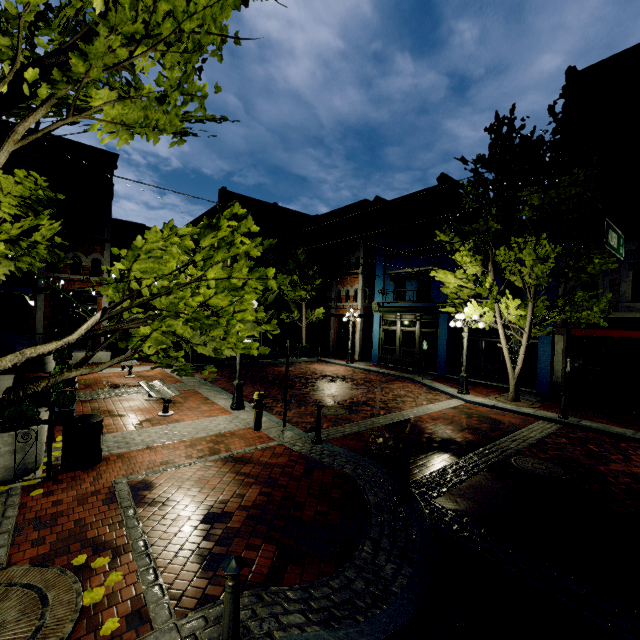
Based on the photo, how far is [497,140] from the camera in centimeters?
1299cm

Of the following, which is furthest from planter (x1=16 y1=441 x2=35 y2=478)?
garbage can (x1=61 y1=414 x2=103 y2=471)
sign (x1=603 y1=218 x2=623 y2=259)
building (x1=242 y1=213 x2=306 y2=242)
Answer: building (x1=242 y1=213 x2=306 y2=242)

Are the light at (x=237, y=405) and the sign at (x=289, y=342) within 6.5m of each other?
yes

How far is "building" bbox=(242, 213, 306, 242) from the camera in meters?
29.6 m

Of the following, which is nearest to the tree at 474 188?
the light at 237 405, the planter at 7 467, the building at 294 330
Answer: the planter at 7 467

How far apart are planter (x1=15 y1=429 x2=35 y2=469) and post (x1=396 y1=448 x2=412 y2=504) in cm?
625

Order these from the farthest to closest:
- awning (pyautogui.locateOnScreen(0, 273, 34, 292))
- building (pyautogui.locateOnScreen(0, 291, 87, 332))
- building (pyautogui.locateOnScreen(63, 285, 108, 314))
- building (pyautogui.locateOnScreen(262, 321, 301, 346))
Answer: building (pyautogui.locateOnScreen(262, 321, 301, 346)), building (pyautogui.locateOnScreen(63, 285, 108, 314)), building (pyautogui.locateOnScreen(0, 291, 87, 332)), awning (pyautogui.locateOnScreen(0, 273, 34, 292))

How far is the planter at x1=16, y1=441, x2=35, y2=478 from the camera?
5.3 meters
